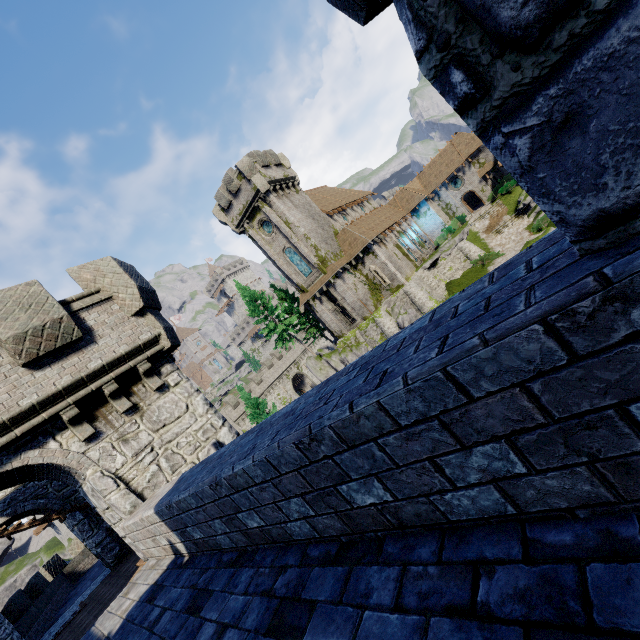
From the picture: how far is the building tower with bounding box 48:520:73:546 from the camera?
38.41m

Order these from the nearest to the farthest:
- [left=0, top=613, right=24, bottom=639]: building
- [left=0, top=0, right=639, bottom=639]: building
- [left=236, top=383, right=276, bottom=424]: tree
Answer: [left=0, top=0, right=639, bottom=639]: building < [left=0, top=613, right=24, bottom=639]: building < [left=236, top=383, right=276, bottom=424]: tree

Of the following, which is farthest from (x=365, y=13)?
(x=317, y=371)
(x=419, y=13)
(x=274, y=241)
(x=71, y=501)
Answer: (x=317, y=371)

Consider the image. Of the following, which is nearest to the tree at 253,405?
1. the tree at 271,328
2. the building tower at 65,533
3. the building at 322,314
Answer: the tree at 271,328

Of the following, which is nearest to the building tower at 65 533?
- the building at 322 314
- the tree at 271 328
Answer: the tree at 271 328

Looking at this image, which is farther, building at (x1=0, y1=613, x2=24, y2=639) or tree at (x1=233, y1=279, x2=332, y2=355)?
tree at (x1=233, y1=279, x2=332, y2=355)

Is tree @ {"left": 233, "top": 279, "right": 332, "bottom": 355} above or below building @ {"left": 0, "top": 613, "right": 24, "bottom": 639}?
above

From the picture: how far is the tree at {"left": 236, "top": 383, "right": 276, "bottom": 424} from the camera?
30.17m
